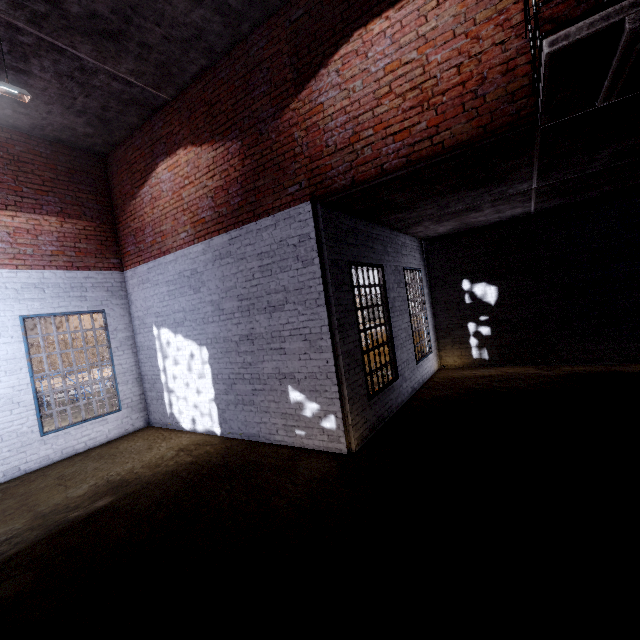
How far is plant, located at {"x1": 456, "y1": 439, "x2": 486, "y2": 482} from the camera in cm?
374

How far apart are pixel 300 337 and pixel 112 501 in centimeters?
374cm

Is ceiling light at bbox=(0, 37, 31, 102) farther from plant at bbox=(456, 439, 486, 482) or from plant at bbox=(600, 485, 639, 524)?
plant at bbox=(600, 485, 639, 524)

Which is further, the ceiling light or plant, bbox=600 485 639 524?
the ceiling light

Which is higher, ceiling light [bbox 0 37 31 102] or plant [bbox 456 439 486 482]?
ceiling light [bbox 0 37 31 102]

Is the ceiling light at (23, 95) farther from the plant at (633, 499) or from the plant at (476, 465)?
the plant at (633, 499)

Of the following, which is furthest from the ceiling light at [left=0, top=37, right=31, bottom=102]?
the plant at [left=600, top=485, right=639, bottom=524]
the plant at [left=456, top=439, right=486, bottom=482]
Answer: the plant at [left=600, top=485, right=639, bottom=524]

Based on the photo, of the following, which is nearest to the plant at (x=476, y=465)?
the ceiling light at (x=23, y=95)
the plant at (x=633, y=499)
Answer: the plant at (x=633, y=499)
